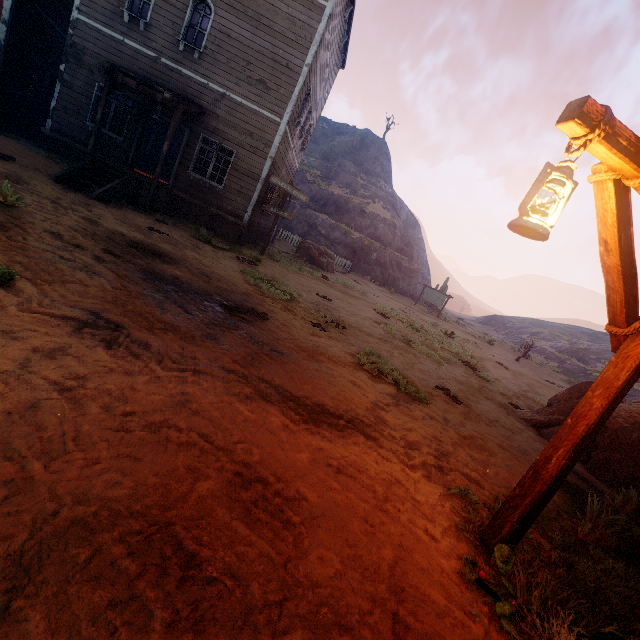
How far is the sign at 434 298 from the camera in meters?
28.2 m

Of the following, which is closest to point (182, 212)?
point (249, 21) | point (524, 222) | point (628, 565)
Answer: point (249, 21)

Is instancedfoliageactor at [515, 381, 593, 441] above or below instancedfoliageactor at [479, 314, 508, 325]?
below

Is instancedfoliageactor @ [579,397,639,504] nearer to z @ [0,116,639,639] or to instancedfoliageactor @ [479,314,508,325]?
z @ [0,116,639,639]

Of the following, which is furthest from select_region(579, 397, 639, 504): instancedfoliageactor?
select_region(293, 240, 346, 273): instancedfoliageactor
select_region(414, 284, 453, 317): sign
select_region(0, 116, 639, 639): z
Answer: select_region(414, 284, 453, 317): sign

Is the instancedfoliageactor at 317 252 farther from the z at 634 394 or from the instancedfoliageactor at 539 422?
the instancedfoliageactor at 539 422

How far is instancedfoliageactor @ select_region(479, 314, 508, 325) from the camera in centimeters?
5444cm
